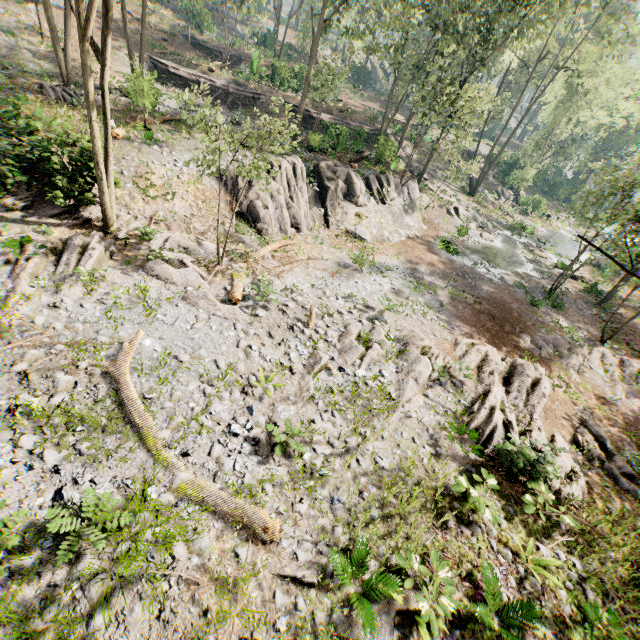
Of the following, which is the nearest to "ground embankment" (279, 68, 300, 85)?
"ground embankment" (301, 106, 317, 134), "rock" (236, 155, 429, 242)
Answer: "ground embankment" (301, 106, 317, 134)

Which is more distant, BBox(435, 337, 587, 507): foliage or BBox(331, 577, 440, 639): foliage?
BBox(435, 337, 587, 507): foliage

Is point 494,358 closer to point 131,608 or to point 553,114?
point 131,608

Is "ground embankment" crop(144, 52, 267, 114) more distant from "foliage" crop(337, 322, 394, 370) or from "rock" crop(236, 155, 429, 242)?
"rock" crop(236, 155, 429, 242)

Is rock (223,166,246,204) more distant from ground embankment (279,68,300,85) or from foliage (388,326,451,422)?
ground embankment (279,68,300,85)

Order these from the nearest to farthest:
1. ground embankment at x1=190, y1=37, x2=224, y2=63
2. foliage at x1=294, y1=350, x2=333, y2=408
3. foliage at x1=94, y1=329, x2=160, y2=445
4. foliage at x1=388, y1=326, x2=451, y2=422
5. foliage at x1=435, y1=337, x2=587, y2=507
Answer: foliage at x1=94, y1=329, x2=160, y2=445, foliage at x1=435, y1=337, x2=587, y2=507, foliage at x1=294, y1=350, x2=333, y2=408, foliage at x1=388, y1=326, x2=451, y2=422, ground embankment at x1=190, y1=37, x2=224, y2=63

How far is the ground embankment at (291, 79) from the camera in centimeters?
3528cm

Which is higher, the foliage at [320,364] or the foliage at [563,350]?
the foliage at [320,364]
